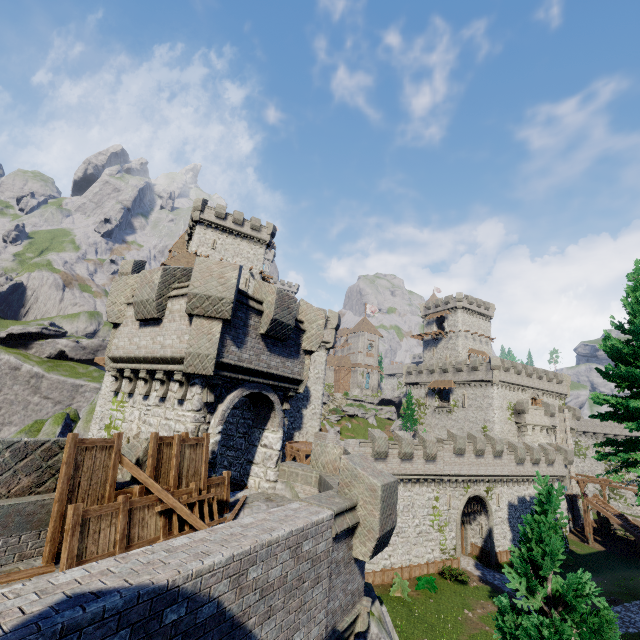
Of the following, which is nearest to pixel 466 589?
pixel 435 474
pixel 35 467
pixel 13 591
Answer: pixel 435 474

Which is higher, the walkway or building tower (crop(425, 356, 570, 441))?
building tower (crop(425, 356, 570, 441))

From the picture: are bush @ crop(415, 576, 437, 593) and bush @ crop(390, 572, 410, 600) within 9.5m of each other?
yes

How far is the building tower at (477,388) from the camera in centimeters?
4938cm

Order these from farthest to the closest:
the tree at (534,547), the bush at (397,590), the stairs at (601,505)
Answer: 1. the stairs at (601,505)
2. the bush at (397,590)
3. the tree at (534,547)

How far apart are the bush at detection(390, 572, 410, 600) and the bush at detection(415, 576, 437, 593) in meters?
0.8

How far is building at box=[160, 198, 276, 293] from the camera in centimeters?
4286cm

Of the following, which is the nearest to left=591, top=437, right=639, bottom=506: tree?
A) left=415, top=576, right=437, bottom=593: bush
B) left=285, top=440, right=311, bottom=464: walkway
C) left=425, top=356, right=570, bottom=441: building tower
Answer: left=415, top=576, right=437, bottom=593: bush
